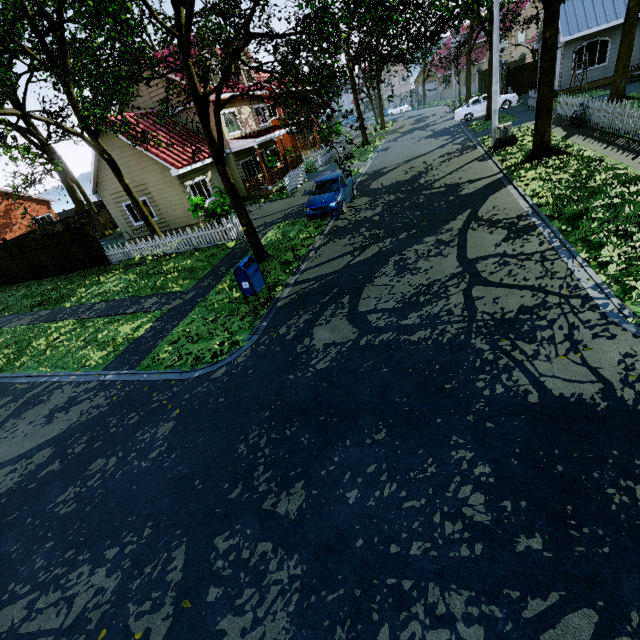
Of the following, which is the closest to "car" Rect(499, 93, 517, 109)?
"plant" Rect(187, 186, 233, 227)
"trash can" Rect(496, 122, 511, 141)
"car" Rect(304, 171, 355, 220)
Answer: "trash can" Rect(496, 122, 511, 141)

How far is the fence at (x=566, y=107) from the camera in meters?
15.3

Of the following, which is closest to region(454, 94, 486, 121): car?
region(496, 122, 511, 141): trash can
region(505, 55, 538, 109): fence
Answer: region(505, 55, 538, 109): fence

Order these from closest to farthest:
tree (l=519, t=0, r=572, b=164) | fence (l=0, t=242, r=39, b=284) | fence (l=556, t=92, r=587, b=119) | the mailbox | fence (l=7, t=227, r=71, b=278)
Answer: the mailbox < tree (l=519, t=0, r=572, b=164) < fence (l=556, t=92, r=587, b=119) < fence (l=7, t=227, r=71, b=278) < fence (l=0, t=242, r=39, b=284)

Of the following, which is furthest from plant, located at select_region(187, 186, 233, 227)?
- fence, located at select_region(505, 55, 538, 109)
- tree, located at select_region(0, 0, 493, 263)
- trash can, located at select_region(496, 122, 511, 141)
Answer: fence, located at select_region(505, 55, 538, 109)

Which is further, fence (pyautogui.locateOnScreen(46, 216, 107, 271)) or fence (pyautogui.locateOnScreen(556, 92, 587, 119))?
fence (pyautogui.locateOnScreen(46, 216, 107, 271))

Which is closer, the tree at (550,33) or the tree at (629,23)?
the tree at (550,33)

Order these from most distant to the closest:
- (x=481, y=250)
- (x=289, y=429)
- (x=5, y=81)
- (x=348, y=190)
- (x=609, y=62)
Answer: (x=609, y=62) < (x=348, y=190) < (x=5, y=81) < (x=481, y=250) < (x=289, y=429)
